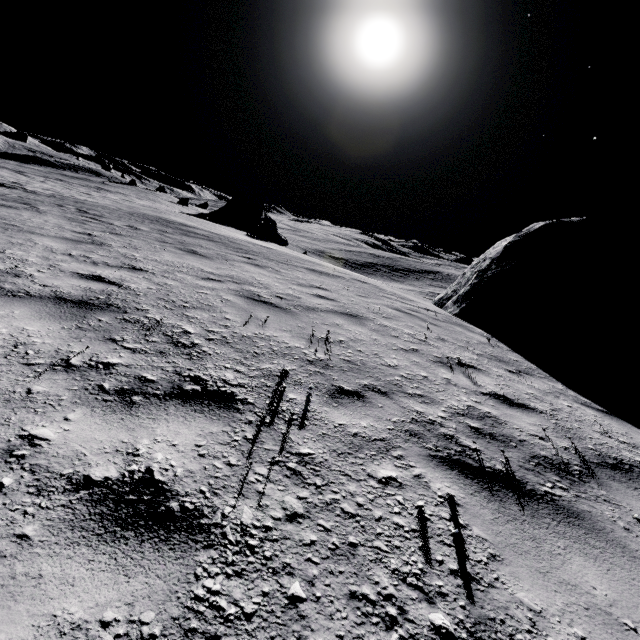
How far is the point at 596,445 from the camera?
3.5m

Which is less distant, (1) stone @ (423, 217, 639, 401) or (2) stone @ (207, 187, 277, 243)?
(1) stone @ (423, 217, 639, 401)

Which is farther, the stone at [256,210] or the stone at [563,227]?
the stone at [256,210]

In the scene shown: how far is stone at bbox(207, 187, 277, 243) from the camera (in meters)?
31.38

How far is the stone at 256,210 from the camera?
31.38m
